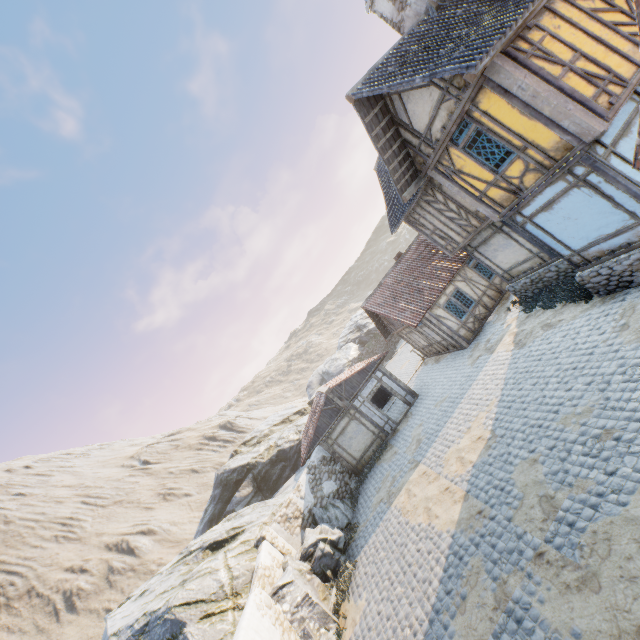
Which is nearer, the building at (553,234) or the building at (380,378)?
the building at (553,234)

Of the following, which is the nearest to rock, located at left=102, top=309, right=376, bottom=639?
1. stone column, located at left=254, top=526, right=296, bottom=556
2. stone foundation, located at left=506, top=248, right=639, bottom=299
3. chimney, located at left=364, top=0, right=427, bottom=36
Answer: stone column, located at left=254, top=526, right=296, bottom=556

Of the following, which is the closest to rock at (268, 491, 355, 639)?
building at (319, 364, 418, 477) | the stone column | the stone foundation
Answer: the stone column

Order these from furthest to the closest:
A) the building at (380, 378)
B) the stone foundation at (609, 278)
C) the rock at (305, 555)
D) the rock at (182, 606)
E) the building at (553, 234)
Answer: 1. the building at (380, 378)
2. the rock at (182, 606)
3. the rock at (305, 555)
4. the stone foundation at (609, 278)
5. the building at (553, 234)

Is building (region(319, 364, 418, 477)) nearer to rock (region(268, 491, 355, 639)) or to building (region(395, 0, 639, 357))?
rock (region(268, 491, 355, 639))

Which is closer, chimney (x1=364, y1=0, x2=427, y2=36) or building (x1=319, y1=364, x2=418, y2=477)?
chimney (x1=364, y1=0, x2=427, y2=36)

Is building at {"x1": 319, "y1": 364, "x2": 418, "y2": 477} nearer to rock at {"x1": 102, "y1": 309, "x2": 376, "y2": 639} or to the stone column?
rock at {"x1": 102, "y1": 309, "x2": 376, "y2": 639}

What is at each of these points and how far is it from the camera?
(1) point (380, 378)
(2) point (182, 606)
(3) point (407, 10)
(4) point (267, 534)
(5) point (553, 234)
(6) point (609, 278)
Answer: (1) building, 19.12m
(2) rock, 11.39m
(3) chimney, 10.63m
(4) stone column, 13.54m
(5) building, 9.95m
(6) stone foundation, 9.57m
